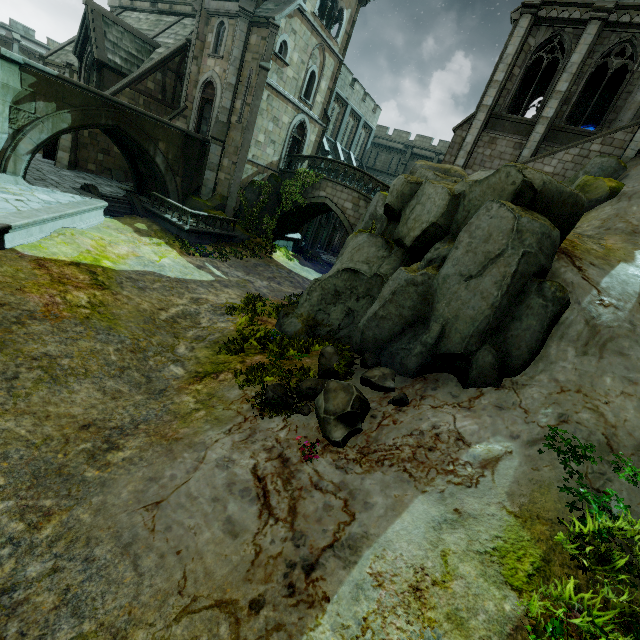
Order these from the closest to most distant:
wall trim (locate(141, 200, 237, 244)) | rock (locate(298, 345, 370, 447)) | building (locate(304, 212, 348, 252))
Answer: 1. rock (locate(298, 345, 370, 447))
2. wall trim (locate(141, 200, 237, 244))
3. building (locate(304, 212, 348, 252))

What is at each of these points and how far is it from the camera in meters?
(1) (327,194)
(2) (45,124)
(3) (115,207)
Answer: (1) bridge, 22.3 m
(2) bridge, 14.4 m
(3) stair, 18.6 m

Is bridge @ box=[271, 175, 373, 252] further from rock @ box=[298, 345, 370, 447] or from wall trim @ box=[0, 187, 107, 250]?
wall trim @ box=[0, 187, 107, 250]

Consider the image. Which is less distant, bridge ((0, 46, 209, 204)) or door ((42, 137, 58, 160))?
bridge ((0, 46, 209, 204))

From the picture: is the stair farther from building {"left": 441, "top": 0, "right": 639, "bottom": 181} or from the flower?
the flower

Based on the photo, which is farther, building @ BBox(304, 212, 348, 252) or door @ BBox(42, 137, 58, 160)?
building @ BBox(304, 212, 348, 252)

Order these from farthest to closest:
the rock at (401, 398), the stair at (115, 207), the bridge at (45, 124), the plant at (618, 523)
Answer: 1. the stair at (115, 207)
2. the bridge at (45, 124)
3. the rock at (401, 398)
4. the plant at (618, 523)

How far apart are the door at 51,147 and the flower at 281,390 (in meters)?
26.17
